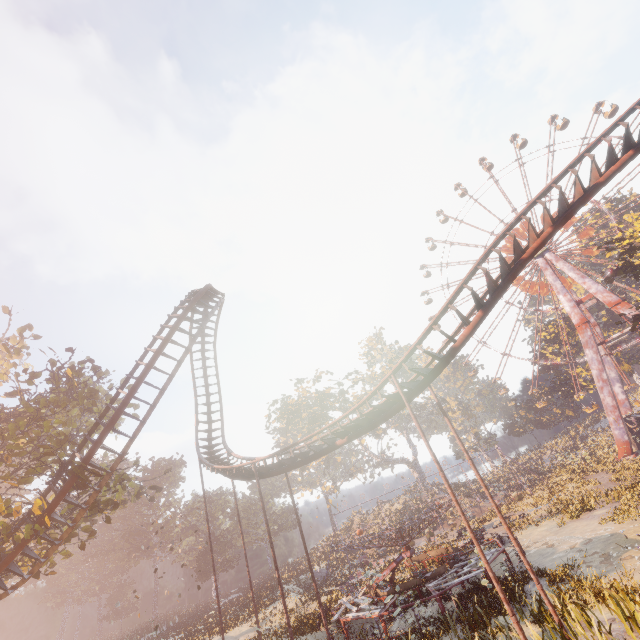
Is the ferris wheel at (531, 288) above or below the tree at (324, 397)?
above

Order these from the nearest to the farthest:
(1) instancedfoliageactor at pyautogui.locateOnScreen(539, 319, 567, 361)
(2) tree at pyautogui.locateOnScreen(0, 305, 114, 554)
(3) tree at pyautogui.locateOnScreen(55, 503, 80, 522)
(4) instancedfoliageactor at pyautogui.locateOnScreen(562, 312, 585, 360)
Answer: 1. (2) tree at pyautogui.locateOnScreen(0, 305, 114, 554)
2. (3) tree at pyautogui.locateOnScreen(55, 503, 80, 522)
3. (4) instancedfoliageactor at pyautogui.locateOnScreen(562, 312, 585, 360)
4. (1) instancedfoliageactor at pyautogui.locateOnScreen(539, 319, 567, 361)

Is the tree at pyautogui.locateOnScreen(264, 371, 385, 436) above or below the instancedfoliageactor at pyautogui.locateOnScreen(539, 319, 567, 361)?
above

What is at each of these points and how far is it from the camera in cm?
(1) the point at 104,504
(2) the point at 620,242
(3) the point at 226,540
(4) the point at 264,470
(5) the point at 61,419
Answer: (1) tree, 1727
(2) tree, 2900
(3) instancedfoliageactor, 5416
(4) roller coaster, 1836
(5) tree, 2169

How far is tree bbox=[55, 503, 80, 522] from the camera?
16.3 meters

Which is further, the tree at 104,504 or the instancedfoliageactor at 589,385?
the instancedfoliageactor at 589,385

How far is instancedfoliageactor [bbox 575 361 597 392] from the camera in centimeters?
4941cm

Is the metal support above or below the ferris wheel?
below
